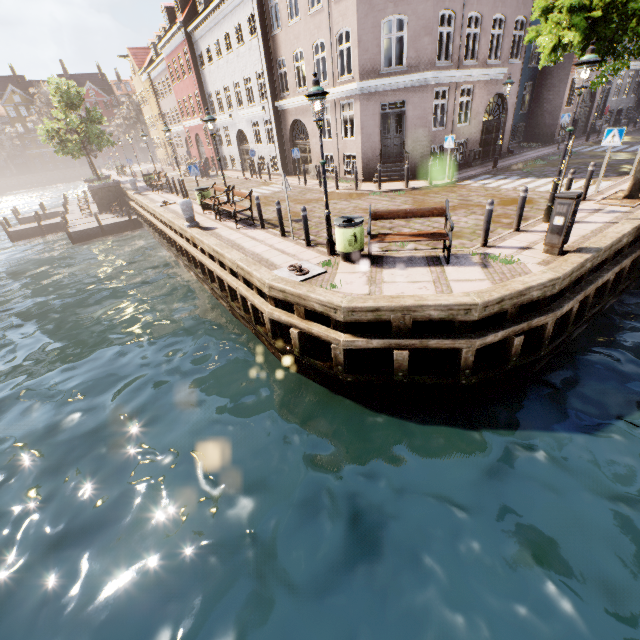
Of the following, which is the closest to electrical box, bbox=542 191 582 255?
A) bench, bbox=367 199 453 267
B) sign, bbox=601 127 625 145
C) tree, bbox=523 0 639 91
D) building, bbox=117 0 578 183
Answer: bench, bbox=367 199 453 267

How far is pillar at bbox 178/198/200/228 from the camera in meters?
12.1 m

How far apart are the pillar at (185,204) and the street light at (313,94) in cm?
666

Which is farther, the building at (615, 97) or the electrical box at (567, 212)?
the building at (615, 97)

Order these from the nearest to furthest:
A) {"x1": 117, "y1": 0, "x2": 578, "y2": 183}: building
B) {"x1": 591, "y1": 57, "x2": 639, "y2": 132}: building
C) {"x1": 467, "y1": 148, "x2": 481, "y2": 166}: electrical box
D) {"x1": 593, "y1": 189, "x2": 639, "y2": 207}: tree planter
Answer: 1. {"x1": 593, "y1": 189, "x2": 639, "y2": 207}: tree planter
2. {"x1": 117, "y1": 0, "x2": 578, "y2": 183}: building
3. {"x1": 467, "y1": 148, "x2": 481, "y2": 166}: electrical box
4. {"x1": 591, "y1": 57, "x2": 639, "y2": 132}: building

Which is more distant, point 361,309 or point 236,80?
point 236,80

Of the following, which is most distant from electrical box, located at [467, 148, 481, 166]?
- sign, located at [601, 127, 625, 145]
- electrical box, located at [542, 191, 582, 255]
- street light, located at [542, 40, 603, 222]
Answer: electrical box, located at [542, 191, 582, 255]

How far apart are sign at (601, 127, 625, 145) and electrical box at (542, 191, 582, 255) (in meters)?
5.88
